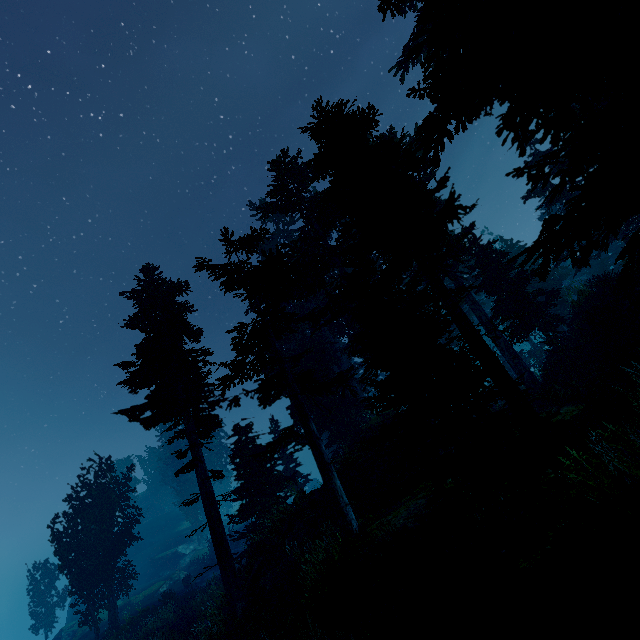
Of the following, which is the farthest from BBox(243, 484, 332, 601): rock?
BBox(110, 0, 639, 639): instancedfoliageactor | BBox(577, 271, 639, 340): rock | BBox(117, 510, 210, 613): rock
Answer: BBox(117, 510, 210, 613): rock

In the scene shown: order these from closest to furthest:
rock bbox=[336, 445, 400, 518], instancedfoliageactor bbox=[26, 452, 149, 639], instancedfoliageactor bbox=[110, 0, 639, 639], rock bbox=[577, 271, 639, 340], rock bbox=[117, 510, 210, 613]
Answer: instancedfoliageactor bbox=[110, 0, 639, 639]
rock bbox=[577, 271, 639, 340]
rock bbox=[336, 445, 400, 518]
instancedfoliageactor bbox=[26, 452, 149, 639]
rock bbox=[117, 510, 210, 613]

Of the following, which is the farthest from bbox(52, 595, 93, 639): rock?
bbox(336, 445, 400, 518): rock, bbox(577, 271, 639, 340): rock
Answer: bbox(577, 271, 639, 340): rock

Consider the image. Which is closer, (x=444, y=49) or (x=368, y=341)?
(x=444, y=49)

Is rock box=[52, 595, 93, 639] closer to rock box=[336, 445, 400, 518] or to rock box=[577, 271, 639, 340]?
rock box=[336, 445, 400, 518]

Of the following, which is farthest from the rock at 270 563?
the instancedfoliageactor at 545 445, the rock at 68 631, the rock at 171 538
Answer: the rock at 68 631

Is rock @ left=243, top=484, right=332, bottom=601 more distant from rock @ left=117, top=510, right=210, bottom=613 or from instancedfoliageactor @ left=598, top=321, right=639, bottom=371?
rock @ left=117, top=510, right=210, bottom=613

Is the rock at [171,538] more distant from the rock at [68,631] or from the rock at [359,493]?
the rock at [359,493]
